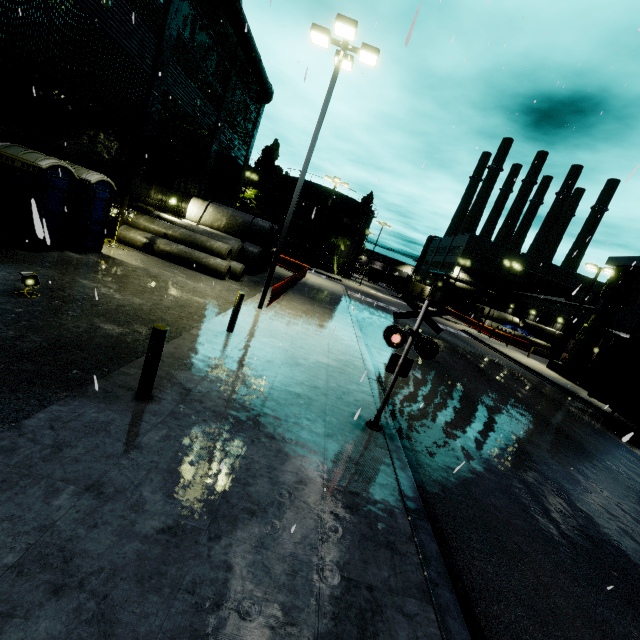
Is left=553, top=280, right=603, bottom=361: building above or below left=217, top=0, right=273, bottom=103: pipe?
below

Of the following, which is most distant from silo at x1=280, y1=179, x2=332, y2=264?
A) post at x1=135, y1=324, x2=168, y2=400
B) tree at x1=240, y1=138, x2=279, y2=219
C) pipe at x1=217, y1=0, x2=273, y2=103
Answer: post at x1=135, y1=324, x2=168, y2=400

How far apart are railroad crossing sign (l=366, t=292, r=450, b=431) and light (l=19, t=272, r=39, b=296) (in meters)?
7.86

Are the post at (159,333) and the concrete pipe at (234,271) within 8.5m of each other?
no

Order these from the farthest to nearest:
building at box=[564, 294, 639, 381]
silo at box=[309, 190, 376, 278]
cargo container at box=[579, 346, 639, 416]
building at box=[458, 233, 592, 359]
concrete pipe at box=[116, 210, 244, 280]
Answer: silo at box=[309, 190, 376, 278]
building at box=[458, 233, 592, 359]
building at box=[564, 294, 639, 381]
concrete pipe at box=[116, 210, 244, 280]
cargo container at box=[579, 346, 639, 416]

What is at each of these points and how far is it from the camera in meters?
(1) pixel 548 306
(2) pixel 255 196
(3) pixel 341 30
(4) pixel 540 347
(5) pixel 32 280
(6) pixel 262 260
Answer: (1) building, 46.3 m
(2) tree, 50.8 m
(3) light, 10.2 m
(4) concrete pipe stack, 42.8 m
(5) light, 7.3 m
(6) concrete pipe stack, 23.2 m

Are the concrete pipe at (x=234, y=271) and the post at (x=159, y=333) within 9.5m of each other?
no

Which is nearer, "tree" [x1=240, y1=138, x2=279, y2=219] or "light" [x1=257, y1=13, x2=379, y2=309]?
"light" [x1=257, y1=13, x2=379, y2=309]
